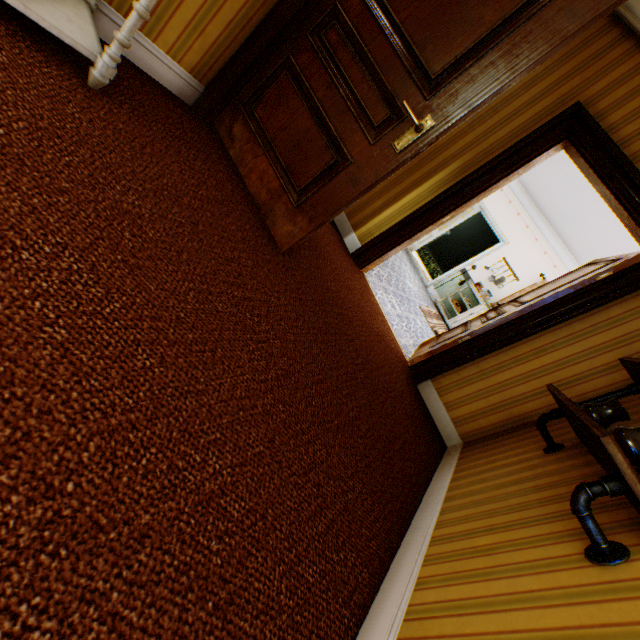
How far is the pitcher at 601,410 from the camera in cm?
169

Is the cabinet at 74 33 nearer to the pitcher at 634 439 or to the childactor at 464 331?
the pitcher at 634 439

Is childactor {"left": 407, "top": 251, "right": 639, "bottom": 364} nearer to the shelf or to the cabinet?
the shelf

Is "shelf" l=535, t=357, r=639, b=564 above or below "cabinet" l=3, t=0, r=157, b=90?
above

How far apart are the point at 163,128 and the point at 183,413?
1.6m

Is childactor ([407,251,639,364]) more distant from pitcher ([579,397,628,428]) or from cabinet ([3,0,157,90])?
cabinet ([3,0,157,90])

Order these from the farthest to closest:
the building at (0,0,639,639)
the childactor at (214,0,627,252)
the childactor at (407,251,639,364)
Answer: the childactor at (407,251,639,364), the childactor at (214,0,627,252), the building at (0,0,639,639)

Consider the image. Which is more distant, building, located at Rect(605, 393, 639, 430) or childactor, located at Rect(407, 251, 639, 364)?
childactor, located at Rect(407, 251, 639, 364)
